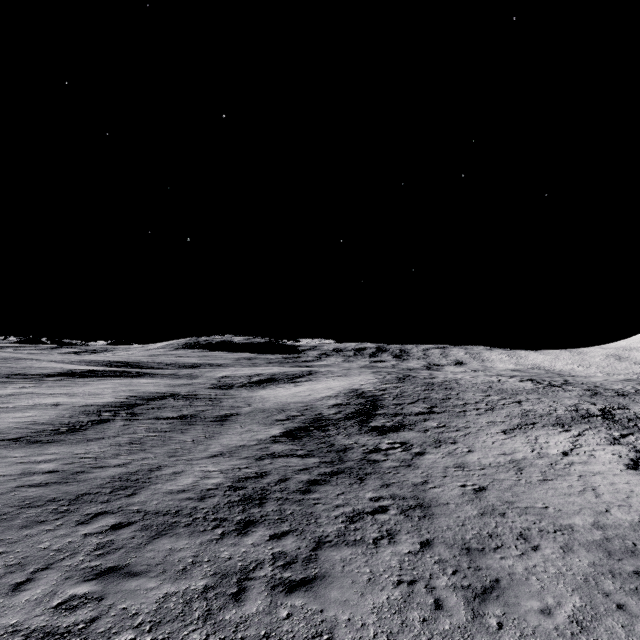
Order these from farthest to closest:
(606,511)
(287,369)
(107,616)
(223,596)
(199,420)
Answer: (287,369), (199,420), (606,511), (223,596), (107,616)
